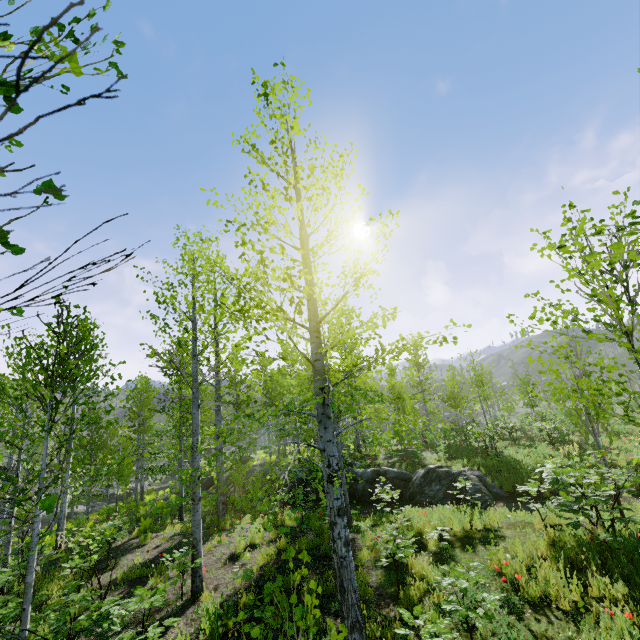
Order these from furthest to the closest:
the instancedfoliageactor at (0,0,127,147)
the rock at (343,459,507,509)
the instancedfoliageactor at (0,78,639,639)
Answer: the rock at (343,459,507,509) < the instancedfoliageactor at (0,78,639,639) < the instancedfoliageactor at (0,0,127,147)

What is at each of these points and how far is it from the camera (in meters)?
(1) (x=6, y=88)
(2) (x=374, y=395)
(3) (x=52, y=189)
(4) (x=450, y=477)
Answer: (1) instancedfoliageactor, 0.97
(2) instancedfoliageactor, 33.00
(3) instancedfoliageactor, 0.64
(4) rock, 13.46

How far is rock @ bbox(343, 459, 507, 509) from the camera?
12.32m

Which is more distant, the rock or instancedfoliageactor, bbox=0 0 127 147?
the rock

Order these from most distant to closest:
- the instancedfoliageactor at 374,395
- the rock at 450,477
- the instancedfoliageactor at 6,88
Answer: the rock at 450,477, the instancedfoliageactor at 374,395, the instancedfoliageactor at 6,88

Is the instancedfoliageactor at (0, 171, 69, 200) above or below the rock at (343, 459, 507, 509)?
above

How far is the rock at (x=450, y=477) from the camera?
12.32m
